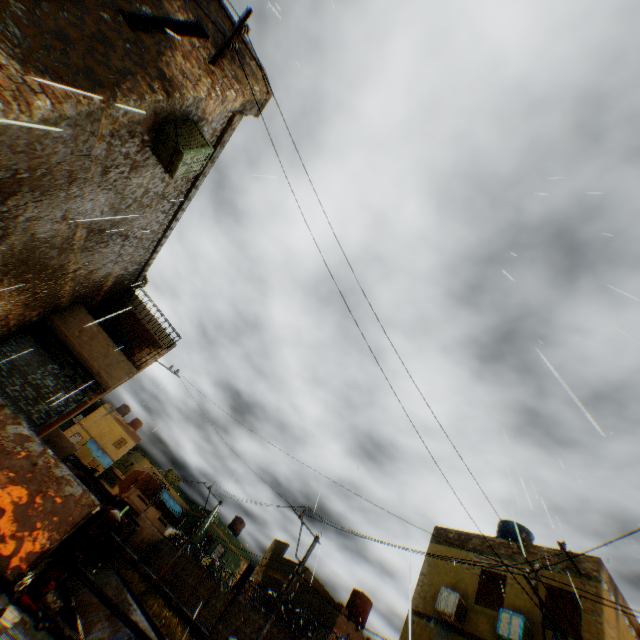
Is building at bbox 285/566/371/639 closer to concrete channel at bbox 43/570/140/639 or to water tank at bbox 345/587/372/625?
concrete channel at bbox 43/570/140/639

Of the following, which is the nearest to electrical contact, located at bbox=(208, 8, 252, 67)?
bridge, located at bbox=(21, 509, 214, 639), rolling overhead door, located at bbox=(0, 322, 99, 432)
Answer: rolling overhead door, located at bbox=(0, 322, 99, 432)

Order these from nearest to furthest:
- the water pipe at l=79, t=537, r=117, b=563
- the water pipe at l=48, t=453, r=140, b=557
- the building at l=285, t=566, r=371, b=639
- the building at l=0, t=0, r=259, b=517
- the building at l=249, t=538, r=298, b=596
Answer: the building at l=0, t=0, r=259, b=517
the building at l=285, t=566, r=371, b=639
the building at l=249, t=538, r=298, b=596
the water pipe at l=79, t=537, r=117, b=563
the water pipe at l=48, t=453, r=140, b=557

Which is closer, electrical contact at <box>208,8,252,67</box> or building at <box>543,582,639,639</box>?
electrical contact at <box>208,8,252,67</box>

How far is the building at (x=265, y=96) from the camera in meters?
7.6 m

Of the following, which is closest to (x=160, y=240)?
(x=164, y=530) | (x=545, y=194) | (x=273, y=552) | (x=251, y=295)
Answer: (x=251, y=295)

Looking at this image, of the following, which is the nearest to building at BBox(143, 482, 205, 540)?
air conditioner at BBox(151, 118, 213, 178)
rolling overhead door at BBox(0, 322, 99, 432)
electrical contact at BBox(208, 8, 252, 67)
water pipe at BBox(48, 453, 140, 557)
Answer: water pipe at BBox(48, 453, 140, 557)

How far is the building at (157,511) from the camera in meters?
34.7
